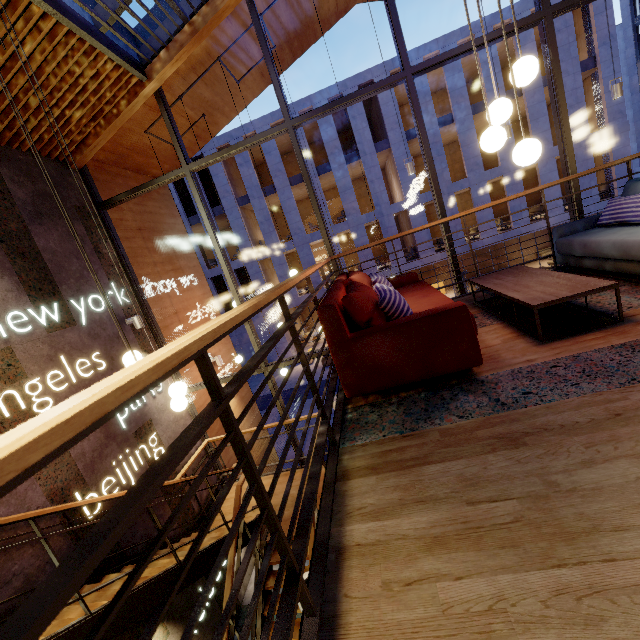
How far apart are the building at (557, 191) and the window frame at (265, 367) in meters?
16.8

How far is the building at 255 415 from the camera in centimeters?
904cm

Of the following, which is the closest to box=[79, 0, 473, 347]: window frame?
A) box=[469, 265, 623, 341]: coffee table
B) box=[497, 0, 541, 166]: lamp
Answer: box=[469, 265, 623, 341]: coffee table

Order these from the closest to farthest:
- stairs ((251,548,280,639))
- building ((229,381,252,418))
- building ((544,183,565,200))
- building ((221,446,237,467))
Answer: stairs ((251,548,280,639))
building ((221,446,237,467))
building ((229,381,252,418))
building ((544,183,565,200))

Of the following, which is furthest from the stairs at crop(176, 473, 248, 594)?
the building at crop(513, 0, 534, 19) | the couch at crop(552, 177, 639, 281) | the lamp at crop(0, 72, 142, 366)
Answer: the building at crop(513, 0, 534, 19)

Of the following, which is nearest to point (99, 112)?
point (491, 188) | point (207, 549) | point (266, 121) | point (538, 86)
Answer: point (207, 549)

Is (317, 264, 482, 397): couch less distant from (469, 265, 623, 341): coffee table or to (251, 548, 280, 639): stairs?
(469, 265, 623, 341): coffee table

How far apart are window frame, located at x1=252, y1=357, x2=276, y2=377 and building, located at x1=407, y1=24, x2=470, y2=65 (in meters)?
16.76
